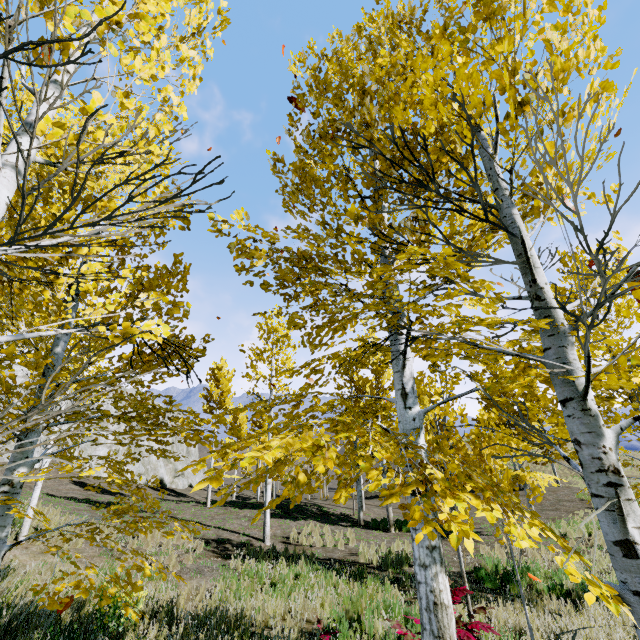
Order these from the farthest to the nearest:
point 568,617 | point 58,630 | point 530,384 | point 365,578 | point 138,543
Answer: point 530,384, point 138,543, point 365,578, point 568,617, point 58,630

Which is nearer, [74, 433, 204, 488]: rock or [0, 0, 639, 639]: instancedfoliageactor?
[0, 0, 639, 639]: instancedfoliageactor

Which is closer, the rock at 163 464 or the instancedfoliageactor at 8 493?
the instancedfoliageactor at 8 493

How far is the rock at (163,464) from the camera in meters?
27.8 m

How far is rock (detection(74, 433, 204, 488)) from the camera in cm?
2785
